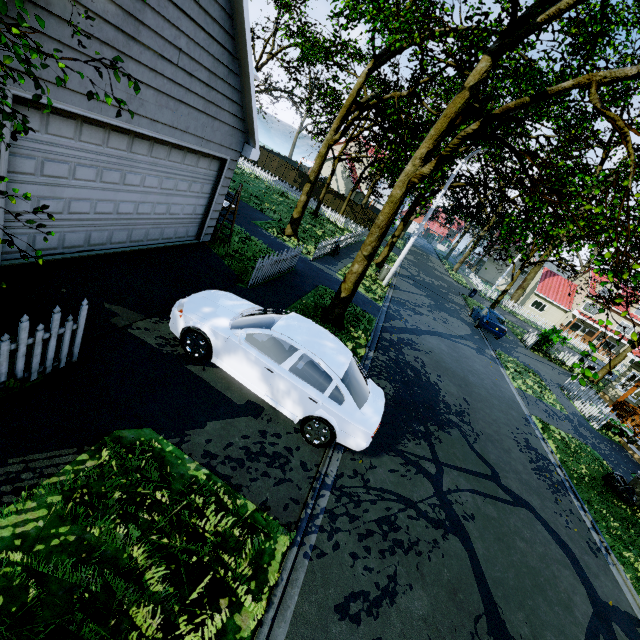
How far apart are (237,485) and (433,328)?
14.1m

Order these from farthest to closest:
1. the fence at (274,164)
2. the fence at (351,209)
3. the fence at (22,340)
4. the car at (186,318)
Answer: the fence at (274,164)
the fence at (351,209)
the car at (186,318)
the fence at (22,340)

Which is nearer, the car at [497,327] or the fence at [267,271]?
the fence at [267,271]

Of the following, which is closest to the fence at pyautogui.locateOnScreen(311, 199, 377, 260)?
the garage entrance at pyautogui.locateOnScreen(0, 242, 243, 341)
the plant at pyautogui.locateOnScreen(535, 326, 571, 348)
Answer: the garage entrance at pyautogui.locateOnScreen(0, 242, 243, 341)

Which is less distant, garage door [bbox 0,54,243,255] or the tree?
garage door [bbox 0,54,243,255]

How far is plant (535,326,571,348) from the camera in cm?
2302

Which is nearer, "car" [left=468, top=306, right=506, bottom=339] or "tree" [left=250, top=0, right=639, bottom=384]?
"tree" [left=250, top=0, right=639, bottom=384]

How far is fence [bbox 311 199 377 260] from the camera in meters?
16.8 m
